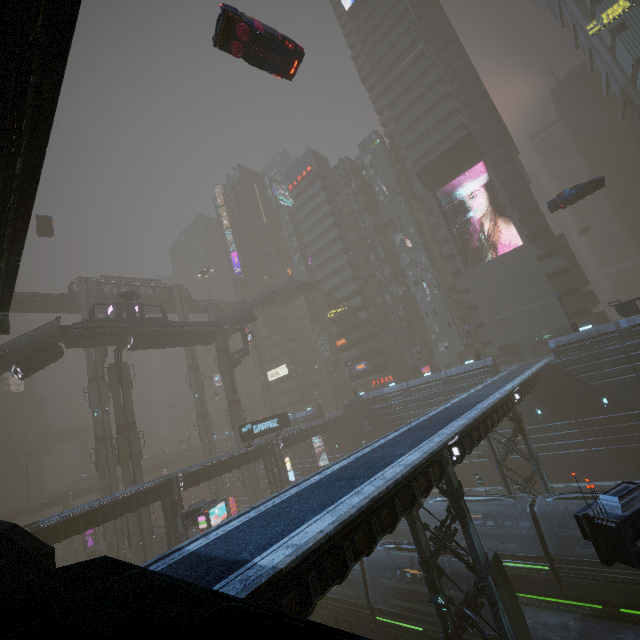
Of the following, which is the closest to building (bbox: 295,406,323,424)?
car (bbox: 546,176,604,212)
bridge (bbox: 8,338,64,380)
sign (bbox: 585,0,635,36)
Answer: sign (bbox: 585,0,635,36)

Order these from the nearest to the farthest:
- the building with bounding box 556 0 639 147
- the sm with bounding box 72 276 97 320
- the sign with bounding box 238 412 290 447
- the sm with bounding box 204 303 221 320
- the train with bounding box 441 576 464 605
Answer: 1. the train with bounding box 441 576 464 605
2. the sign with bounding box 238 412 290 447
3. the building with bounding box 556 0 639 147
4. the sm with bounding box 72 276 97 320
5. the sm with bounding box 204 303 221 320

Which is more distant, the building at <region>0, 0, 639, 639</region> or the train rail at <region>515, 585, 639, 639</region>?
the train rail at <region>515, 585, 639, 639</region>

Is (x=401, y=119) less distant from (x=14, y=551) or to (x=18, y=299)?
(x=14, y=551)

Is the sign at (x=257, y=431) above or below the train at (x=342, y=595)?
above

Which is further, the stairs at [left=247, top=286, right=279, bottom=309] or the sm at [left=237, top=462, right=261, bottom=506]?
the stairs at [left=247, top=286, right=279, bottom=309]

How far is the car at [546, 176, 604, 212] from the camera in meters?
28.8

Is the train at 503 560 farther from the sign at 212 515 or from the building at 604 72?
the sign at 212 515
